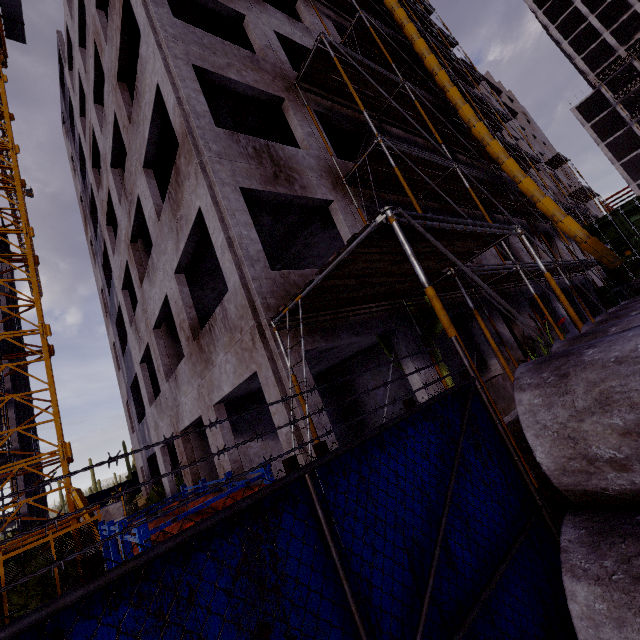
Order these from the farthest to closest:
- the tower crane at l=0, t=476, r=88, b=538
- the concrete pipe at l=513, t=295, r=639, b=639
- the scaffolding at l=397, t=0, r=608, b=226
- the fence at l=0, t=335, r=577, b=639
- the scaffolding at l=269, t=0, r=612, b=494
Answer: the scaffolding at l=397, t=0, r=608, b=226 < the tower crane at l=0, t=476, r=88, b=538 < the scaffolding at l=269, t=0, r=612, b=494 < the concrete pipe at l=513, t=295, r=639, b=639 < the fence at l=0, t=335, r=577, b=639

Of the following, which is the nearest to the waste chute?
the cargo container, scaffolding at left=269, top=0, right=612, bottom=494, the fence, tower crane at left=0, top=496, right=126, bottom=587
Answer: scaffolding at left=269, top=0, right=612, bottom=494

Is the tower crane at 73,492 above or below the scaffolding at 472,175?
below

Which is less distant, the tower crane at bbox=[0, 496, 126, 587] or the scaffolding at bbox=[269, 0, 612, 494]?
the scaffolding at bbox=[269, 0, 612, 494]

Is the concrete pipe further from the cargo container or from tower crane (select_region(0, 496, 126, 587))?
tower crane (select_region(0, 496, 126, 587))

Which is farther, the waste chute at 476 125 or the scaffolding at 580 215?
the scaffolding at 580 215

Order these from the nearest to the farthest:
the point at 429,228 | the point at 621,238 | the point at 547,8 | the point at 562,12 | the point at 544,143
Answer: the point at 429,228
the point at 621,238
the point at 544,143
the point at 547,8
the point at 562,12

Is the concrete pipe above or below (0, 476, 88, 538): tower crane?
below
